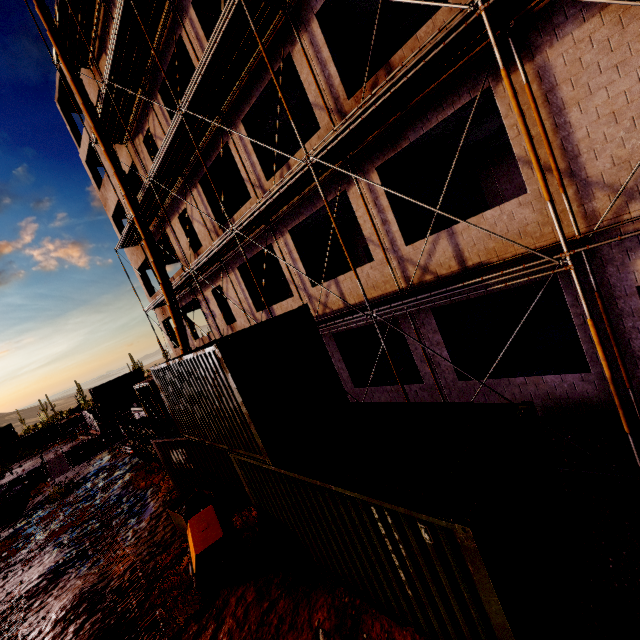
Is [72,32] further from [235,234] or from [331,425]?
[331,425]

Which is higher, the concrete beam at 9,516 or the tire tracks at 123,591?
the concrete beam at 9,516

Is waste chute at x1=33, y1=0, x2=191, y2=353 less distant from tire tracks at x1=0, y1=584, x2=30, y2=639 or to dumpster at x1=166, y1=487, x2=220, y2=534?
dumpster at x1=166, y1=487, x2=220, y2=534

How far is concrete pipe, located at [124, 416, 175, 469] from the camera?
16.1 meters

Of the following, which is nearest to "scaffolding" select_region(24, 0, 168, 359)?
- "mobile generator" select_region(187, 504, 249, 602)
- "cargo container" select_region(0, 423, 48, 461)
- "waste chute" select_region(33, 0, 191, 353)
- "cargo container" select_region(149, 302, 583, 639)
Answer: "waste chute" select_region(33, 0, 191, 353)

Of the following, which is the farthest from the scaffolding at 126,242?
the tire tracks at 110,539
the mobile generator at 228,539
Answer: the mobile generator at 228,539

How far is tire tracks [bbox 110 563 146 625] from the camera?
7.7 meters

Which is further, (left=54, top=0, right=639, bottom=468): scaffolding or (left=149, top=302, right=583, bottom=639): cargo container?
(left=54, top=0, right=639, bottom=468): scaffolding
